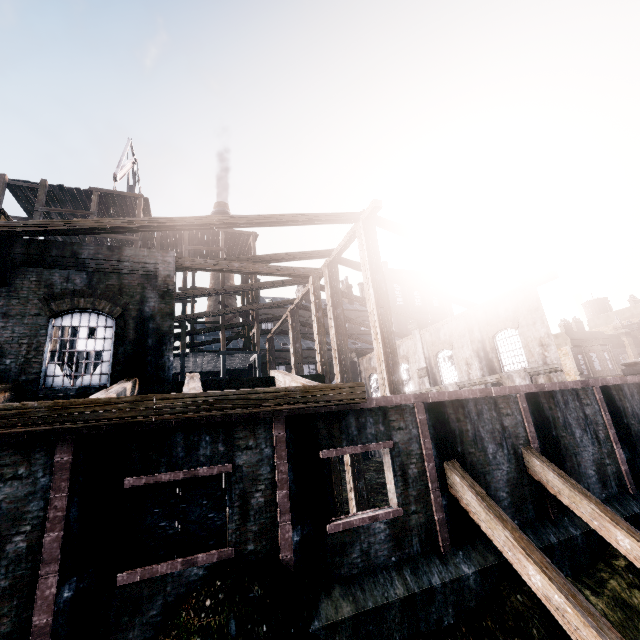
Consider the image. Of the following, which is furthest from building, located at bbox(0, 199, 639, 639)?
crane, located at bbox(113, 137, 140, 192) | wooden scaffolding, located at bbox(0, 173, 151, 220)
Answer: crane, located at bbox(113, 137, 140, 192)

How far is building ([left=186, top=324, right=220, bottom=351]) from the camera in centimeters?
2859cm

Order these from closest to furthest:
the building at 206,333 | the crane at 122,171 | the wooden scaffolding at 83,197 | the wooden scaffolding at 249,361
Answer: the wooden scaffolding at 83,197, the wooden scaffolding at 249,361, the crane at 122,171, the building at 206,333

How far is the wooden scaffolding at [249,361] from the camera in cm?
2580

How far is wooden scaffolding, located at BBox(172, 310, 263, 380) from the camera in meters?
25.8

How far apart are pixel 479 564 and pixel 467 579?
0.6m
